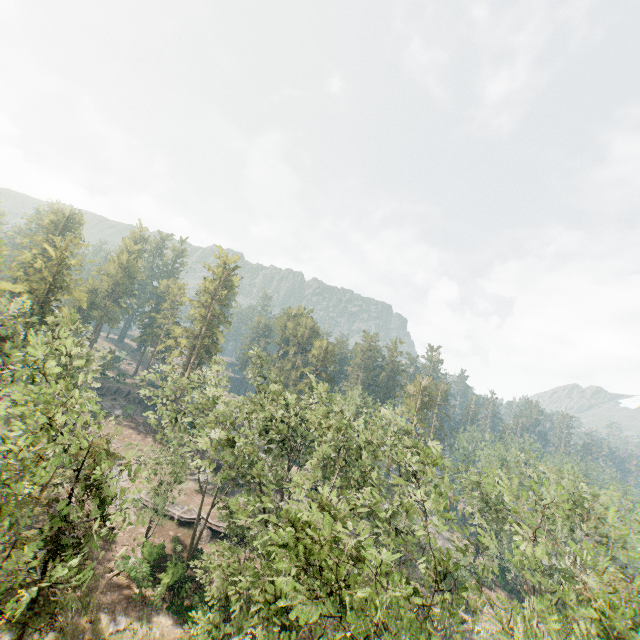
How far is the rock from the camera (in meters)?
51.95

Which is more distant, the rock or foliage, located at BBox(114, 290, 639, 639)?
the rock

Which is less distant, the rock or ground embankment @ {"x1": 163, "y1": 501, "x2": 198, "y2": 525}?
ground embankment @ {"x1": 163, "y1": 501, "x2": 198, "y2": 525}

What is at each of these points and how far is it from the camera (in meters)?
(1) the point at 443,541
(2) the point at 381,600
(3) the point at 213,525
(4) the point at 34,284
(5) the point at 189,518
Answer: (1) rock, 54.81
(2) foliage, 8.13
(3) ground embankment, 36.56
(4) foliage, 39.66
(5) ground embankment, 36.66

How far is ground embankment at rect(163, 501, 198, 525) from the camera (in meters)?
36.34

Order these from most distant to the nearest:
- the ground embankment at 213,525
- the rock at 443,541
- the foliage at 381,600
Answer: the rock at 443,541, the ground embankment at 213,525, the foliage at 381,600

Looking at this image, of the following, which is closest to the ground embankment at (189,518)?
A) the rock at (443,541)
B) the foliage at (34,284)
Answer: the foliage at (34,284)
